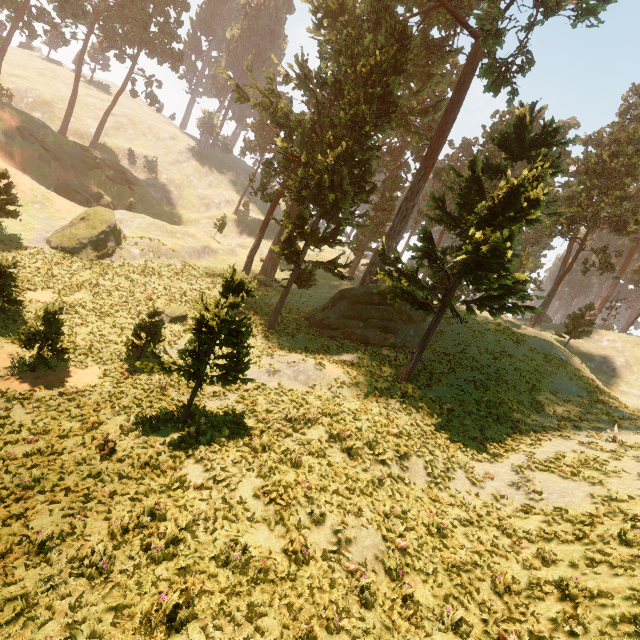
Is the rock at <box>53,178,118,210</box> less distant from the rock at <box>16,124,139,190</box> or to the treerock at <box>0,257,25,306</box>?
the rock at <box>16,124,139,190</box>

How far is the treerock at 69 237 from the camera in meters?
28.7

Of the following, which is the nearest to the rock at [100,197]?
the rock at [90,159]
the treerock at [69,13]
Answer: the rock at [90,159]

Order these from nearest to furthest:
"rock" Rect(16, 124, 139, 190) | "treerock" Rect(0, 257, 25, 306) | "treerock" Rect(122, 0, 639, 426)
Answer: "treerock" Rect(122, 0, 639, 426) → "treerock" Rect(0, 257, 25, 306) → "rock" Rect(16, 124, 139, 190)

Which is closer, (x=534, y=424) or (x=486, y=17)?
(x=534, y=424)

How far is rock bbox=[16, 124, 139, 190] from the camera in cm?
4391
